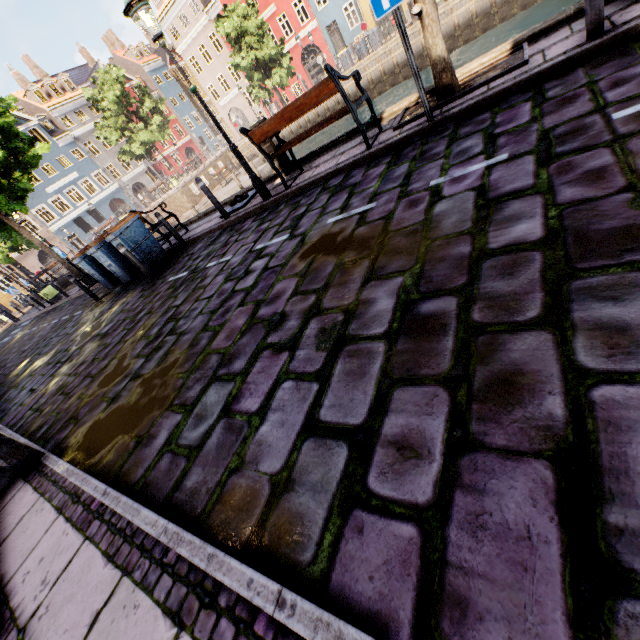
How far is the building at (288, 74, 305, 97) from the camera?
33.8 meters

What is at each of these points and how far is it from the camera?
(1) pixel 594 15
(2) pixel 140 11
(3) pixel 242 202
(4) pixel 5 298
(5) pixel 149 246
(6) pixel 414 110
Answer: (1) bollard, 3.6m
(2) street light, 5.2m
(3) boat ring, 8.2m
(4) building, 31.5m
(5) trash bin, 8.5m
(6) tree planter, 5.8m

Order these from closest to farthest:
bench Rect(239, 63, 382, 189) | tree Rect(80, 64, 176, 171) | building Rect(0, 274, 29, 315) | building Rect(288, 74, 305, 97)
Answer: bench Rect(239, 63, 382, 189)
tree Rect(80, 64, 176, 171)
building Rect(0, 274, 29, 315)
building Rect(288, 74, 305, 97)

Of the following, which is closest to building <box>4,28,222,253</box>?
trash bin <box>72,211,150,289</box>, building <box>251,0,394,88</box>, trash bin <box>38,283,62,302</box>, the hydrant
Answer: building <box>251,0,394,88</box>

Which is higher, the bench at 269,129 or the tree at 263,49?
the tree at 263,49

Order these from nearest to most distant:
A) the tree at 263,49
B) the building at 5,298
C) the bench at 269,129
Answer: the bench at 269,129
the tree at 263,49
the building at 5,298

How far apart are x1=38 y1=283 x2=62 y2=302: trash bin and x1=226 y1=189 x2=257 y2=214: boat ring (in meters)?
15.08

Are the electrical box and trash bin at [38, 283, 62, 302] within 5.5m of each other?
no
